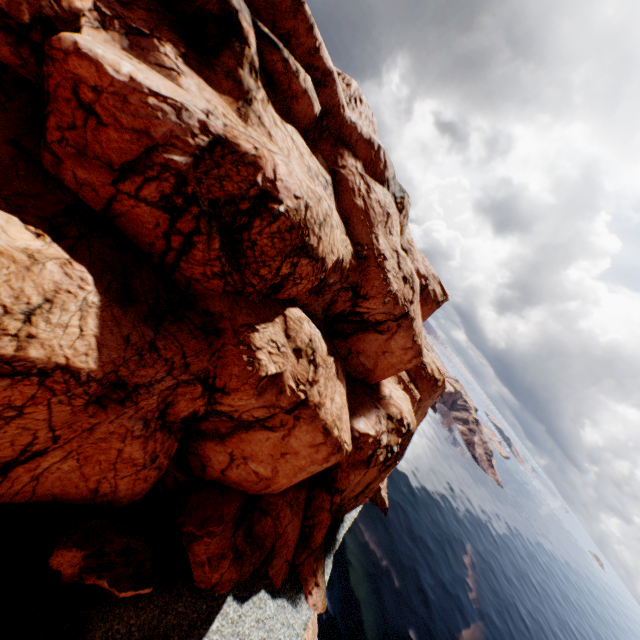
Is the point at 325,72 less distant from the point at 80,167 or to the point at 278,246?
the point at 278,246

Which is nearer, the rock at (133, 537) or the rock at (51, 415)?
the rock at (51, 415)

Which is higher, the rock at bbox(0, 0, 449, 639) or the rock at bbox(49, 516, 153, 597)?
the rock at bbox(0, 0, 449, 639)

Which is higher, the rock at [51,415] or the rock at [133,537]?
the rock at [51,415]

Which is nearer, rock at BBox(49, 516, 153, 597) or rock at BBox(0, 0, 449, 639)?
rock at BBox(0, 0, 449, 639)

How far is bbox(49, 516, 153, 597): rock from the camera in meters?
16.7 m
